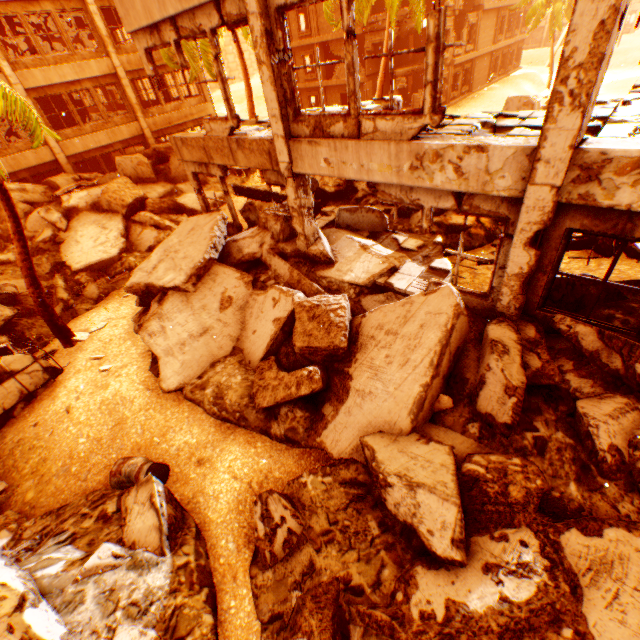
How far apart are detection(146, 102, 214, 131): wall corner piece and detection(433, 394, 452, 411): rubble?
23.06m

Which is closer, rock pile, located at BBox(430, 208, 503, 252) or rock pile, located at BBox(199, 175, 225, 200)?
rock pile, located at BBox(430, 208, 503, 252)

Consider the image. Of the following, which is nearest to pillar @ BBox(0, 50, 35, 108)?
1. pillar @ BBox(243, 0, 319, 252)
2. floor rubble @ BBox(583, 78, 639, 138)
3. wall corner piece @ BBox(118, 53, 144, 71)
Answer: wall corner piece @ BBox(118, 53, 144, 71)

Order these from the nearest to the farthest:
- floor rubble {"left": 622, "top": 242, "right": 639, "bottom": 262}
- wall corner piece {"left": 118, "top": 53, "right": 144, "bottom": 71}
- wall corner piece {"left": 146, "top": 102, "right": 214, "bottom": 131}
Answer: floor rubble {"left": 622, "top": 242, "right": 639, "bottom": 262}
wall corner piece {"left": 118, "top": 53, "right": 144, "bottom": 71}
wall corner piece {"left": 146, "top": 102, "right": 214, "bottom": 131}

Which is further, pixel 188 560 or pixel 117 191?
pixel 117 191

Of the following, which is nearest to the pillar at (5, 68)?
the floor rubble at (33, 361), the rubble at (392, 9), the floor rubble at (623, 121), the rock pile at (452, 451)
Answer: the rock pile at (452, 451)

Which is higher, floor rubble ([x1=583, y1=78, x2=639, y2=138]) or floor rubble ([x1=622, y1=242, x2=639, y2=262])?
floor rubble ([x1=583, y1=78, x2=639, y2=138])

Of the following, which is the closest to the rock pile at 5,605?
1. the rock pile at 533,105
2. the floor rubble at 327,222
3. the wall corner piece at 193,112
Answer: the floor rubble at 327,222
